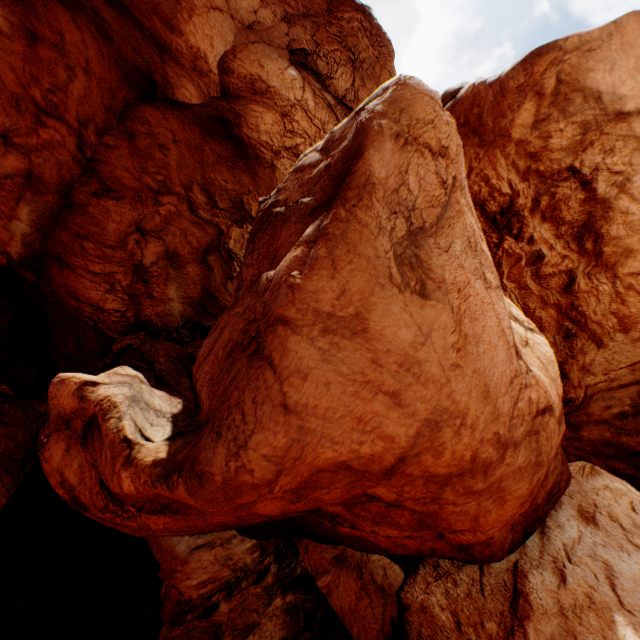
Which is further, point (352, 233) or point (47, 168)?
point (47, 168)
